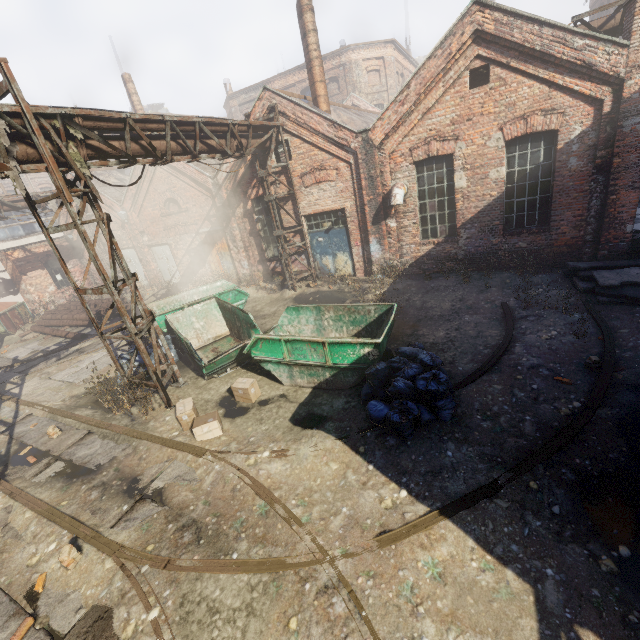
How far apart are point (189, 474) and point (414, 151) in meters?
11.1 m

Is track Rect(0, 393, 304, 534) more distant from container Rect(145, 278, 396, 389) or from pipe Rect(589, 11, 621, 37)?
pipe Rect(589, 11, 621, 37)

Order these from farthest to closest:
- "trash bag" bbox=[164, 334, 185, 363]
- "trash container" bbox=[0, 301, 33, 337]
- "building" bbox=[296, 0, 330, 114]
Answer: "trash container" bbox=[0, 301, 33, 337] → "building" bbox=[296, 0, 330, 114] → "trash bag" bbox=[164, 334, 185, 363]

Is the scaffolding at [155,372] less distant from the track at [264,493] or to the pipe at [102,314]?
→ the pipe at [102,314]

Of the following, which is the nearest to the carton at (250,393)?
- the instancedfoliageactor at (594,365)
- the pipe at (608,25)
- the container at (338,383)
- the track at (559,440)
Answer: the container at (338,383)

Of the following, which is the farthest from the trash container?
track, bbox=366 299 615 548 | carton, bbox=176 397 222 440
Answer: carton, bbox=176 397 222 440

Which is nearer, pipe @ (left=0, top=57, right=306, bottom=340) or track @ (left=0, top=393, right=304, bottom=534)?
track @ (left=0, top=393, right=304, bottom=534)

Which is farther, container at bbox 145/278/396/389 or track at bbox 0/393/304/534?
container at bbox 145/278/396/389
